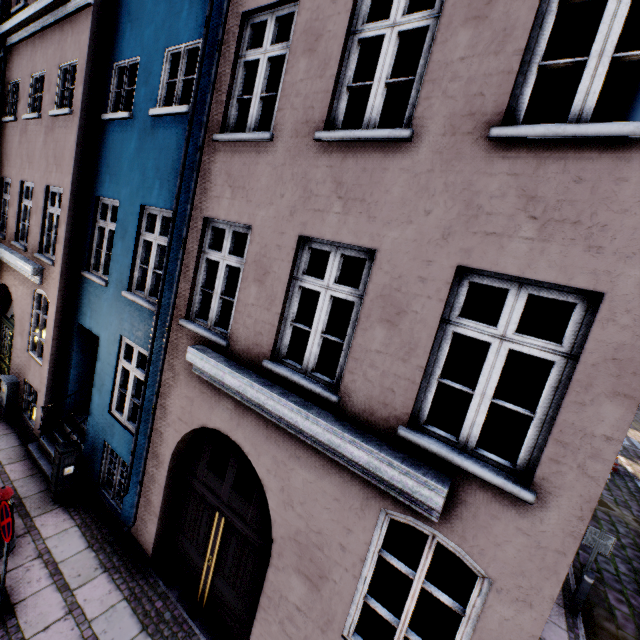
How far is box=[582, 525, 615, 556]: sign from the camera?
7.3 meters

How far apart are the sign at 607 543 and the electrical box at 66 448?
11.6 meters

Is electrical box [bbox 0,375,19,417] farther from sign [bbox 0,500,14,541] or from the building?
sign [bbox 0,500,14,541]

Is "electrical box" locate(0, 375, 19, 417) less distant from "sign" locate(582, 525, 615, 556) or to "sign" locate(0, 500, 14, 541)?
"sign" locate(0, 500, 14, 541)

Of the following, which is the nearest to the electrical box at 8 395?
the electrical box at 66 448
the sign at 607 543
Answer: the electrical box at 66 448

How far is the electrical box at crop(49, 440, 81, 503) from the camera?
6.64m

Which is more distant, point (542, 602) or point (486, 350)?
point (486, 350)

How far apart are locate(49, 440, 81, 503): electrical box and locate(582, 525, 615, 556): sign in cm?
1162
